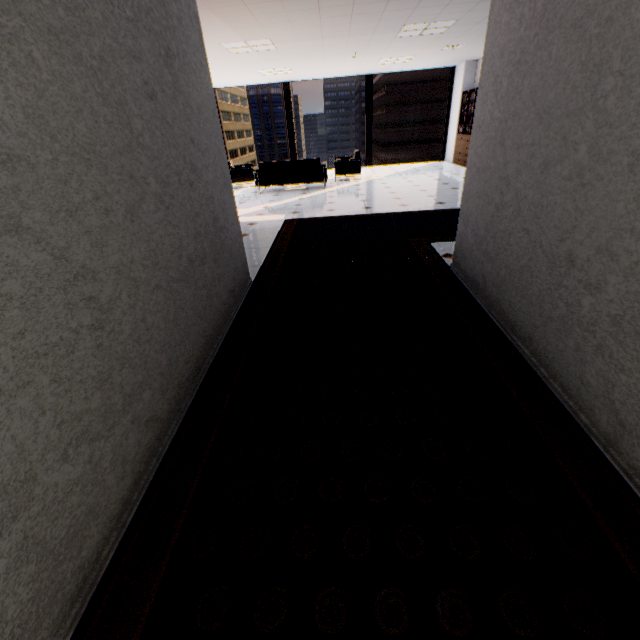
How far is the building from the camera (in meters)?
56.19

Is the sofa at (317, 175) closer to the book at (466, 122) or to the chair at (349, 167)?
the chair at (349, 167)

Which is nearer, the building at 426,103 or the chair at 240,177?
the chair at 240,177

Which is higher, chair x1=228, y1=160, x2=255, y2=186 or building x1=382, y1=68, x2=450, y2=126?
building x1=382, y1=68, x2=450, y2=126

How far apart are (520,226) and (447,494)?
1.8m

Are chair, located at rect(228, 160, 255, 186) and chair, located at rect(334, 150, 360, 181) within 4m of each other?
yes

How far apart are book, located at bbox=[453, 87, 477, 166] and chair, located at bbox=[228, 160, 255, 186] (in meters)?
6.96

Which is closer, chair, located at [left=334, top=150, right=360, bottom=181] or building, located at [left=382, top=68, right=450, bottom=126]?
chair, located at [left=334, top=150, right=360, bottom=181]
